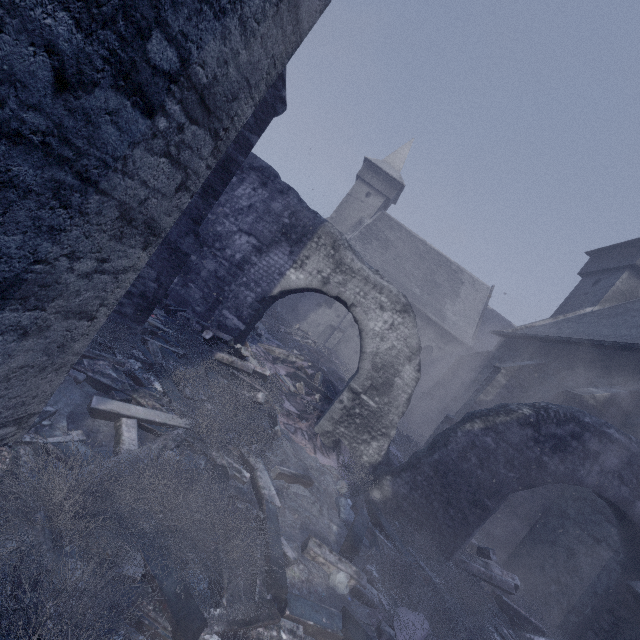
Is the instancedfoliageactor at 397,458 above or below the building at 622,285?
below

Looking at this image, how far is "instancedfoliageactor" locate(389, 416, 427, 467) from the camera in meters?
9.7 m

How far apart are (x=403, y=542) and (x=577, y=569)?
4.9 meters

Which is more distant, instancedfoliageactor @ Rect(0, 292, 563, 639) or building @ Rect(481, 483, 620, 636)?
building @ Rect(481, 483, 620, 636)

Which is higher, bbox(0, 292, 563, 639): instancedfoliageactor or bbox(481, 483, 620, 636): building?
bbox(481, 483, 620, 636): building

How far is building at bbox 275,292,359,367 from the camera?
25.2 meters

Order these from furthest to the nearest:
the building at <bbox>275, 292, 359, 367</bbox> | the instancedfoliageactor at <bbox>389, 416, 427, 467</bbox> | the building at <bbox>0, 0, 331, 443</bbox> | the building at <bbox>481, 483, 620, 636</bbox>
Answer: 1. the building at <bbox>275, 292, 359, 367</bbox>
2. the instancedfoliageactor at <bbox>389, 416, 427, 467</bbox>
3. the building at <bbox>481, 483, 620, 636</bbox>
4. the building at <bbox>0, 0, 331, 443</bbox>
